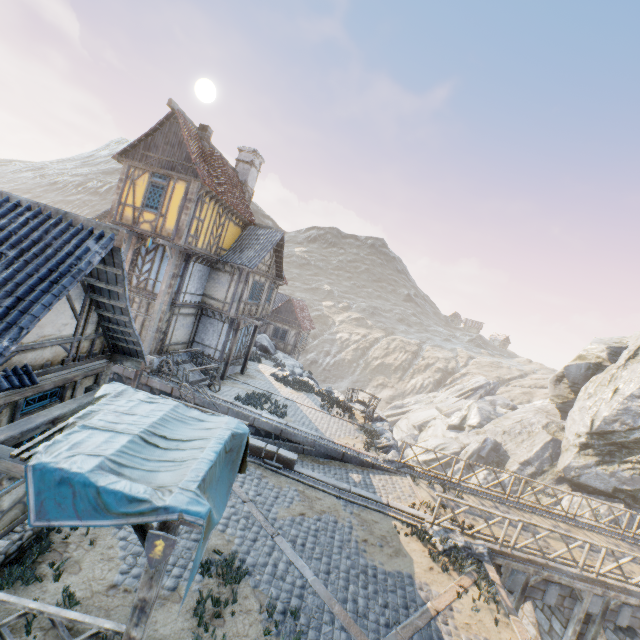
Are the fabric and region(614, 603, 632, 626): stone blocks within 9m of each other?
no

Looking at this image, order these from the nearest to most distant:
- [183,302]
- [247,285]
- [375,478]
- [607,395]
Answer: [375,478]
[183,302]
[247,285]
[607,395]

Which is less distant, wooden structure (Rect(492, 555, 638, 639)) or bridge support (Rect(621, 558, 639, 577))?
wooden structure (Rect(492, 555, 638, 639))

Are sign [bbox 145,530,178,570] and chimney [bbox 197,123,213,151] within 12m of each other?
no

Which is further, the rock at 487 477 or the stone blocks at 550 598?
the rock at 487 477

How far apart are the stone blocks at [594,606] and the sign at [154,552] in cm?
1484

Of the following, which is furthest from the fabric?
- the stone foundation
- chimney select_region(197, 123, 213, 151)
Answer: chimney select_region(197, 123, 213, 151)

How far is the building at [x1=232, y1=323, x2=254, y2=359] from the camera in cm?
2111
